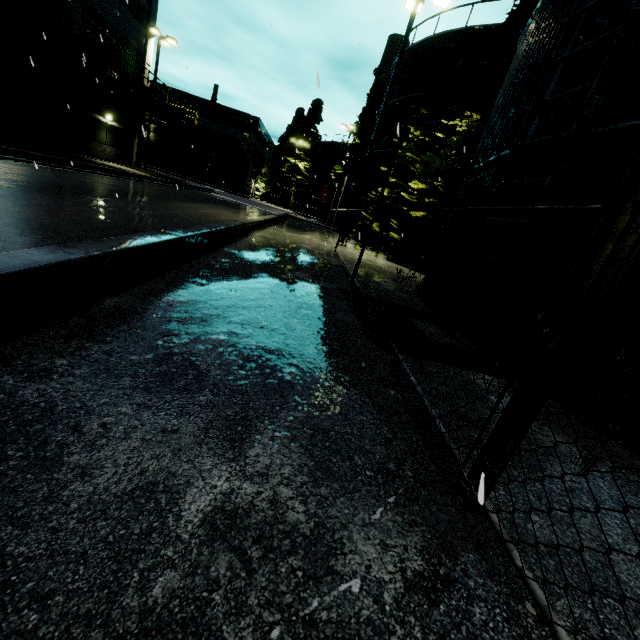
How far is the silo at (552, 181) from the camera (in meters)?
3.73

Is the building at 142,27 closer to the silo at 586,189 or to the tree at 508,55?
the silo at 586,189

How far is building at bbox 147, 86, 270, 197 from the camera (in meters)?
46.25

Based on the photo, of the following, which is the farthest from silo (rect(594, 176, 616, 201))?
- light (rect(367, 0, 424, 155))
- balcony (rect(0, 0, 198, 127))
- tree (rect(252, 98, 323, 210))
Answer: balcony (rect(0, 0, 198, 127))

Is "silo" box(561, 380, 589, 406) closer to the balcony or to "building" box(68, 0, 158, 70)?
"building" box(68, 0, 158, 70)

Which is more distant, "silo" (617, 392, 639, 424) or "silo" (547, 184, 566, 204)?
"silo" (547, 184, 566, 204)

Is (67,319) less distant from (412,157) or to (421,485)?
(421,485)

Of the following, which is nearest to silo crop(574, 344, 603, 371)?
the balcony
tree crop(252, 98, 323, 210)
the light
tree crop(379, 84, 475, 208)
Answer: tree crop(379, 84, 475, 208)
